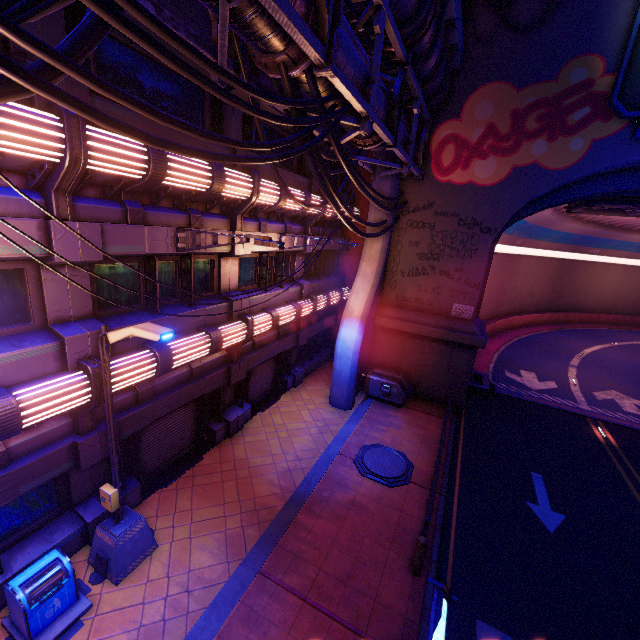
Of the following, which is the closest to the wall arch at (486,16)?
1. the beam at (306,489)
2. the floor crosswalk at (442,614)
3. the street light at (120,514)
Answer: the beam at (306,489)

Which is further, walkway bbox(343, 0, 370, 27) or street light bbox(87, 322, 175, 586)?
walkway bbox(343, 0, 370, 27)

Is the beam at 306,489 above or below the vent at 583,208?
below

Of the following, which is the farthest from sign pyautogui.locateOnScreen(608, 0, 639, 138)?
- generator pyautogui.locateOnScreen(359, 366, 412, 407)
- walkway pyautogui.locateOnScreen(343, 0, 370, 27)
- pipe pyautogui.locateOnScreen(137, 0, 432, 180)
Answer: generator pyautogui.locateOnScreen(359, 366, 412, 407)

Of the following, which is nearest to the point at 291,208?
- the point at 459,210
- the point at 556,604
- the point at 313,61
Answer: the point at 313,61

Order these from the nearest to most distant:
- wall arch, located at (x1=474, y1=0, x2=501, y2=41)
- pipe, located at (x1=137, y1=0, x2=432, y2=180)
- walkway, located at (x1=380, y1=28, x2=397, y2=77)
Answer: pipe, located at (x1=137, y1=0, x2=432, y2=180) → walkway, located at (x1=380, y1=28, x2=397, y2=77) → wall arch, located at (x1=474, y1=0, x2=501, y2=41)

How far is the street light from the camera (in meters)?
5.58

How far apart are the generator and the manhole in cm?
318
